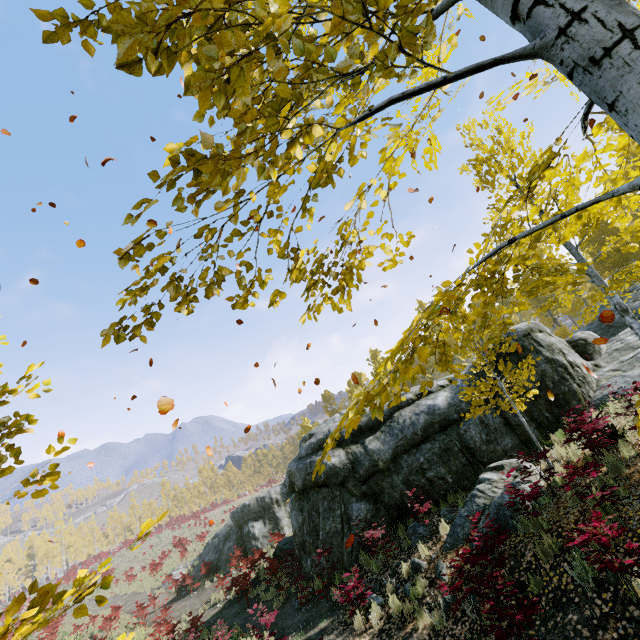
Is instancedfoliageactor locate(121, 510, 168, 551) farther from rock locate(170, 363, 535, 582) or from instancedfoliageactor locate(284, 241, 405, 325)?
rock locate(170, 363, 535, 582)

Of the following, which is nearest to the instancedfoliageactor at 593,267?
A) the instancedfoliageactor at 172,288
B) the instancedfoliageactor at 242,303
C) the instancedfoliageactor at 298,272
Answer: the instancedfoliageactor at 242,303

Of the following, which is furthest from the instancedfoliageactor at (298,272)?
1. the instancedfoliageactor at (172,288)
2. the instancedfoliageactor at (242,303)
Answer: the instancedfoliageactor at (172,288)

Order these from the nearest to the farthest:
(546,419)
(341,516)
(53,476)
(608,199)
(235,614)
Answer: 1. (53,476)
2. (608,199)
3. (546,419)
4. (341,516)
5. (235,614)

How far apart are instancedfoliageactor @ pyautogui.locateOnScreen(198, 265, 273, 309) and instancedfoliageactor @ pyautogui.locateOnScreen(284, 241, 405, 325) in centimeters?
49cm

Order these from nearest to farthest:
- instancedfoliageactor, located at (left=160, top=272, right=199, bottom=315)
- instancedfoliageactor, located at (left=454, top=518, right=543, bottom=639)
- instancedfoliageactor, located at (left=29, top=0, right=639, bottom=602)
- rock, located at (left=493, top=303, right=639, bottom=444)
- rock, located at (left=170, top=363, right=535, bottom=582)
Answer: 1. instancedfoliageactor, located at (left=29, top=0, right=639, bottom=602)
2. instancedfoliageactor, located at (left=160, top=272, right=199, bottom=315)
3. instancedfoliageactor, located at (left=454, top=518, right=543, bottom=639)
4. rock, located at (left=170, top=363, right=535, bottom=582)
5. rock, located at (left=493, top=303, right=639, bottom=444)

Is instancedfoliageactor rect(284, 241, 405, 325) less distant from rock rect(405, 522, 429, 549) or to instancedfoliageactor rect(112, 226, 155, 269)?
instancedfoliageactor rect(112, 226, 155, 269)

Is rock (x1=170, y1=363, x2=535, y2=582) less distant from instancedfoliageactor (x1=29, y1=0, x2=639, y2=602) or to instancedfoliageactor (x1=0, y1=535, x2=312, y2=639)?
instancedfoliageactor (x1=29, y1=0, x2=639, y2=602)
